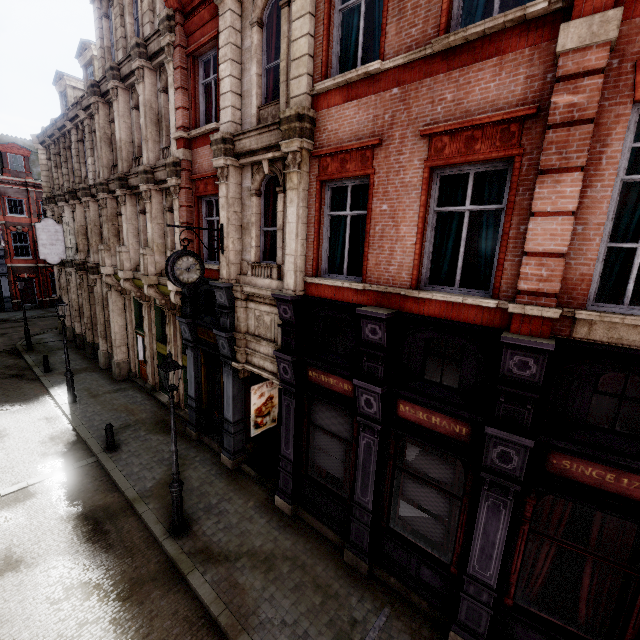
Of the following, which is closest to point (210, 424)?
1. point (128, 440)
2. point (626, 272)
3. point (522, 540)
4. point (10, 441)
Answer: point (128, 440)

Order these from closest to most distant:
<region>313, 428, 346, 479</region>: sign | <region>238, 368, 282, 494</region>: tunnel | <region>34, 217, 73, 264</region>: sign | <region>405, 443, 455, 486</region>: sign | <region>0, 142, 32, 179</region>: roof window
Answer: <region>405, 443, 455, 486</region>: sign → <region>313, 428, 346, 479</region>: sign → <region>238, 368, 282, 494</region>: tunnel → <region>34, 217, 73, 264</region>: sign → <region>0, 142, 32, 179</region>: roof window

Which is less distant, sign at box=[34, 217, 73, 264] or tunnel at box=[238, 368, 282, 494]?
tunnel at box=[238, 368, 282, 494]

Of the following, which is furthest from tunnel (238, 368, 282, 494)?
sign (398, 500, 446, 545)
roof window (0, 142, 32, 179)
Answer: roof window (0, 142, 32, 179)

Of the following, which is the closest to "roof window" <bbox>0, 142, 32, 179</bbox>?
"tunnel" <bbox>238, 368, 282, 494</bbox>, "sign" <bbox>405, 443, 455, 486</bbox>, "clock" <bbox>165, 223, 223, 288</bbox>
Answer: "clock" <bbox>165, 223, 223, 288</bbox>

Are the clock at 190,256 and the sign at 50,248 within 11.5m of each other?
no

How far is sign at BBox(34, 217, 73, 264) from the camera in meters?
17.5 m

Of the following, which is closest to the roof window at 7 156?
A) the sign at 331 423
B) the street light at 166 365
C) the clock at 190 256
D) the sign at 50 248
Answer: the sign at 50 248
